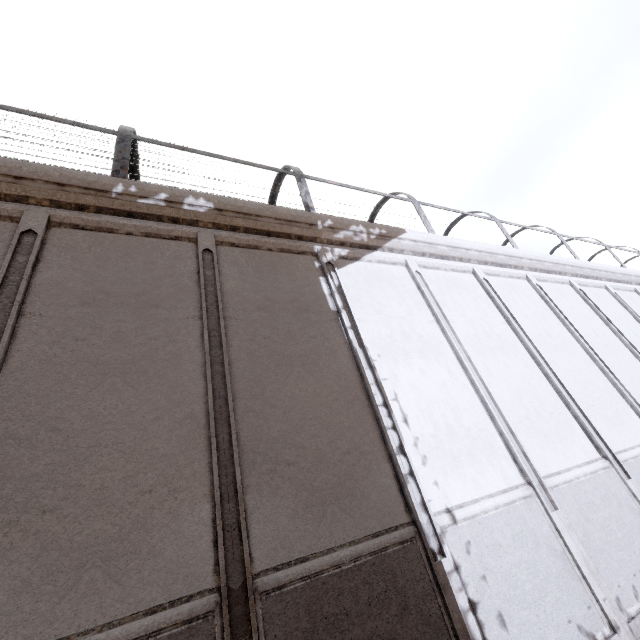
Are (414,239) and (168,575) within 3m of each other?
no
